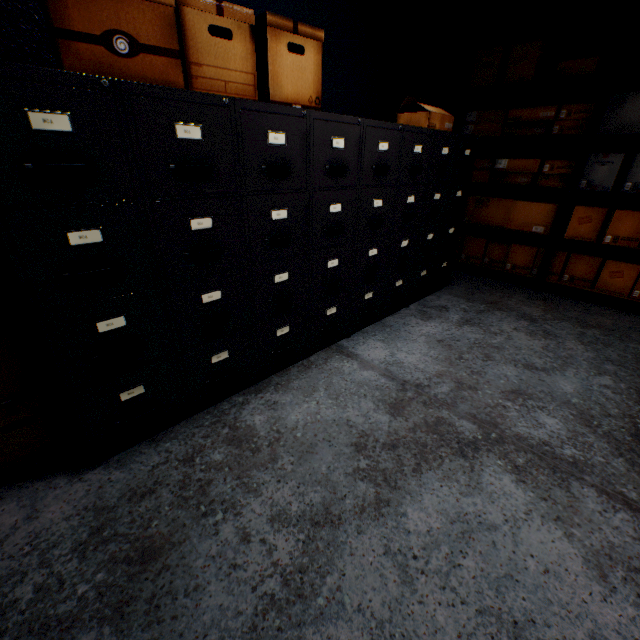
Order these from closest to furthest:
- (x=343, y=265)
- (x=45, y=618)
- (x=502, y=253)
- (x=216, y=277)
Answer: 1. (x=45, y=618)
2. (x=216, y=277)
3. (x=343, y=265)
4. (x=502, y=253)

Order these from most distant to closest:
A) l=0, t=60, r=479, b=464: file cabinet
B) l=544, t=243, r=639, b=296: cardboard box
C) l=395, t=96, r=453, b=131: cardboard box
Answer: l=544, t=243, r=639, b=296: cardboard box < l=395, t=96, r=453, b=131: cardboard box < l=0, t=60, r=479, b=464: file cabinet

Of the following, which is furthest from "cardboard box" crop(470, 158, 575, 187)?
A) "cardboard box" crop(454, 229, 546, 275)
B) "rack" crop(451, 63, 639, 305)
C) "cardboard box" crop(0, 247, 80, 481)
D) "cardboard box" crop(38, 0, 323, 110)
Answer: "cardboard box" crop(0, 247, 80, 481)

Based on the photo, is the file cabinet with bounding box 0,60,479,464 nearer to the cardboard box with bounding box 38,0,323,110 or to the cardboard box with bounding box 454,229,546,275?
the cardboard box with bounding box 38,0,323,110

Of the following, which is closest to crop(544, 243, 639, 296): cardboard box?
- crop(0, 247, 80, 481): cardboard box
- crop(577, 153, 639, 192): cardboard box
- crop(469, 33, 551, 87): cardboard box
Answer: crop(577, 153, 639, 192): cardboard box

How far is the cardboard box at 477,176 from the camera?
2.9m

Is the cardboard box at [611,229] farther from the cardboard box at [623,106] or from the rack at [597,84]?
the cardboard box at [623,106]

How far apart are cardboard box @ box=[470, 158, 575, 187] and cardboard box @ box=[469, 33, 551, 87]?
0.6m
